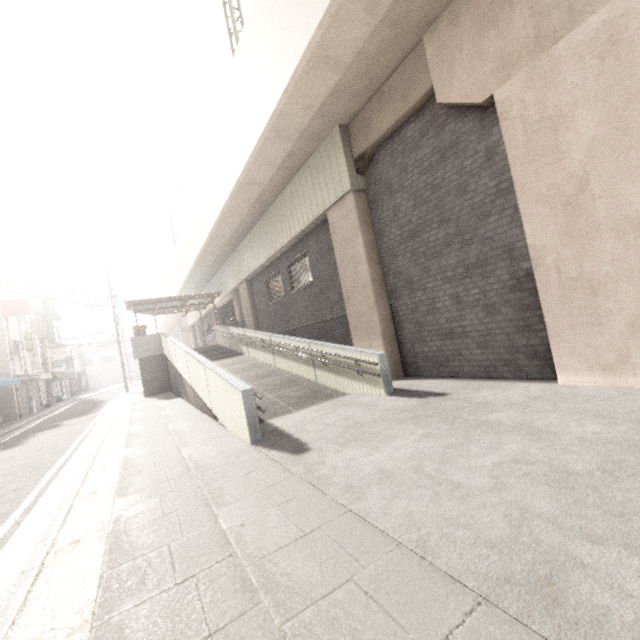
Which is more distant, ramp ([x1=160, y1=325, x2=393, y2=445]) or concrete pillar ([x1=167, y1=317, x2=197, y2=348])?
concrete pillar ([x1=167, y1=317, x2=197, y2=348])

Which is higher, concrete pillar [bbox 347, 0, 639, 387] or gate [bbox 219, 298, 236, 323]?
gate [bbox 219, 298, 236, 323]

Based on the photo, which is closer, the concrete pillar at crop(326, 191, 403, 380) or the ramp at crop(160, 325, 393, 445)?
the ramp at crop(160, 325, 393, 445)

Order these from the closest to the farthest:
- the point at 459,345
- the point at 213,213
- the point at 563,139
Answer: the point at 563,139, the point at 459,345, the point at 213,213

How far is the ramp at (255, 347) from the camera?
5.96m

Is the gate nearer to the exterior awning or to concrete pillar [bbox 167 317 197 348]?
the exterior awning

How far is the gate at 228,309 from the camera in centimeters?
2233cm

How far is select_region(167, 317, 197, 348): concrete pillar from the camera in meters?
34.5
